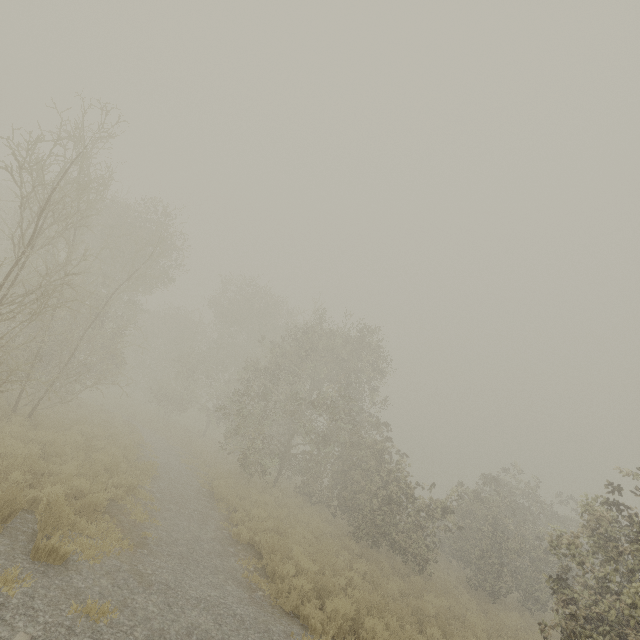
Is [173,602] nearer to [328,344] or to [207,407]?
[328,344]
